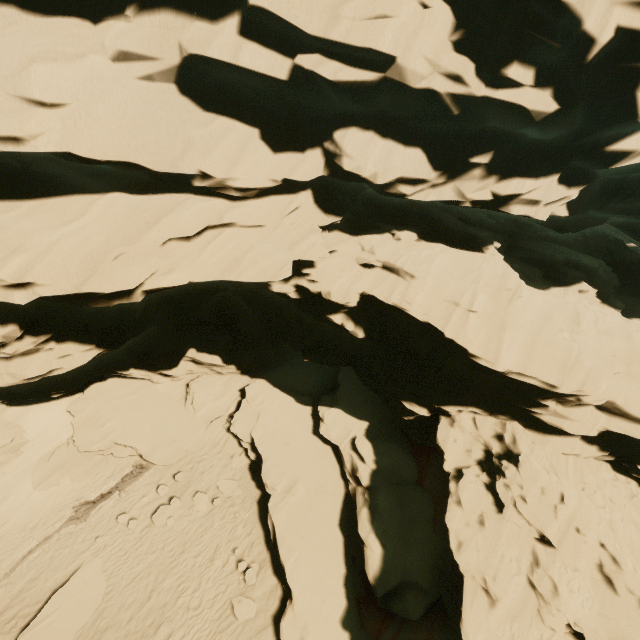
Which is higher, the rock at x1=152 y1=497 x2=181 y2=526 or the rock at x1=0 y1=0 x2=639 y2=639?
the rock at x1=0 y1=0 x2=639 y2=639

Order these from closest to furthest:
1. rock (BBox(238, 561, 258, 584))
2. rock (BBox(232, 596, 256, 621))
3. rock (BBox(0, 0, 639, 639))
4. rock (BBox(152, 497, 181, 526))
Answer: rock (BBox(0, 0, 639, 639)) → rock (BBox(232, 596, 256, 621)) → rock (BBox(238, 561, 258, 584)) → rock (BBox(152, 497, 181, 526))

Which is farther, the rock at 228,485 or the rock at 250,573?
the rock at 228,485

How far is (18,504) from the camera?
15.4 meters

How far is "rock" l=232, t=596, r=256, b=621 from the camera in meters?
11.5 m

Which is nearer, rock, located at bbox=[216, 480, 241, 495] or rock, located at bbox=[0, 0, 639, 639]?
rock, located at bbox=[0, 0, 639, 639]

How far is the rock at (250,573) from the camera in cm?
1243
